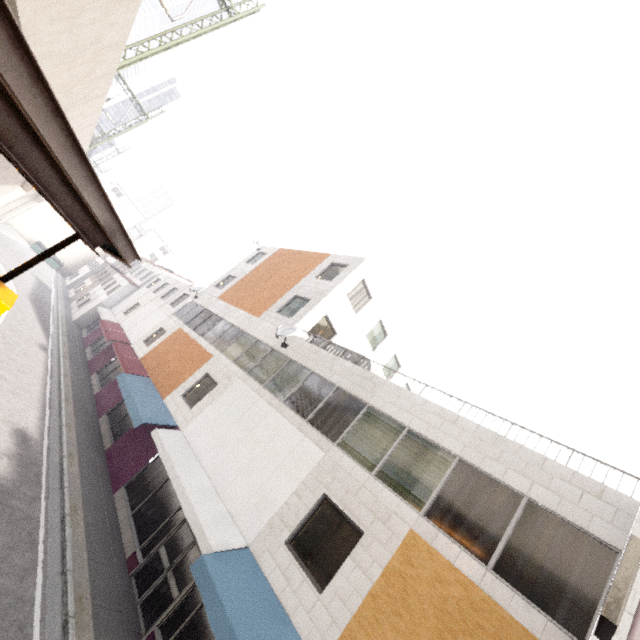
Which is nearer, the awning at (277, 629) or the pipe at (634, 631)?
the pipe at (634, 631)

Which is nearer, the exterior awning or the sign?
the exterior awning

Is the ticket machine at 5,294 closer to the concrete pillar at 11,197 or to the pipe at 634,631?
the pipe at 634,631

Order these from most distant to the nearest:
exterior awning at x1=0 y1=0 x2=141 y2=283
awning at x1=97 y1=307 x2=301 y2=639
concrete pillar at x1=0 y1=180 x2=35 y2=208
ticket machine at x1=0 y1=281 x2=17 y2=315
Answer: concrete pillar at x1=0 y1=180 x2=35 y2=208 → awning at x1=97 y1=307 x2=301 y2=639 → ticket machine at x1=0 y1=281 x2=17 y2=315 → exterior awning at x1=0 y1=0 x2=141 y2=283

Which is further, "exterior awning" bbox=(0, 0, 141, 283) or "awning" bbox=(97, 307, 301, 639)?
"awning" bbox=(97, 307, 301, 639)

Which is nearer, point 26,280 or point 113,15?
point 113,15

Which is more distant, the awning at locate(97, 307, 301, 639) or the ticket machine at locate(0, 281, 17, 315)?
the awning at locate(97, 307, 301, 639)

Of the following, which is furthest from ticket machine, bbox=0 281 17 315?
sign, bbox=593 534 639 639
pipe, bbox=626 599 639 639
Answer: pipe, bbox=626 599 639 639
